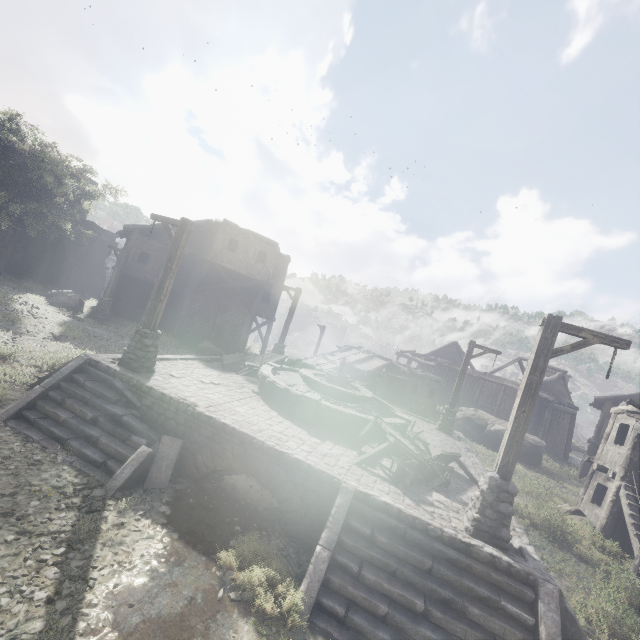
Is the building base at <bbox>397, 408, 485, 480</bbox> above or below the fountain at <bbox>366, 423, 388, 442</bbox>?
below

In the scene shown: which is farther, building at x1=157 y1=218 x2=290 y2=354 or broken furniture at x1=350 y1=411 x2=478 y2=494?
building at x1=157 y1=218 x2=290 y2=354

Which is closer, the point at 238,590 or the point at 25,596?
the point at 25,596

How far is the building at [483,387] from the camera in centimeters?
3173cm

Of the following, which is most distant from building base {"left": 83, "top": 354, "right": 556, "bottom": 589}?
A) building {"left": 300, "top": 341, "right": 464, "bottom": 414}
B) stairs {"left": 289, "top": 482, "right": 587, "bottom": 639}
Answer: building {"left": 300, "top": 341, "right": 464, "bottom": 414}

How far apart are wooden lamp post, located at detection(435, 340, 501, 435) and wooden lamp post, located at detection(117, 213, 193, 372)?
13.0m

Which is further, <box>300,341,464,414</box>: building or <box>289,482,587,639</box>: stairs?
<box>300,341,464,414</box>: building

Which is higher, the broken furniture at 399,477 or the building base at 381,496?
the broken furniture at 399,477
